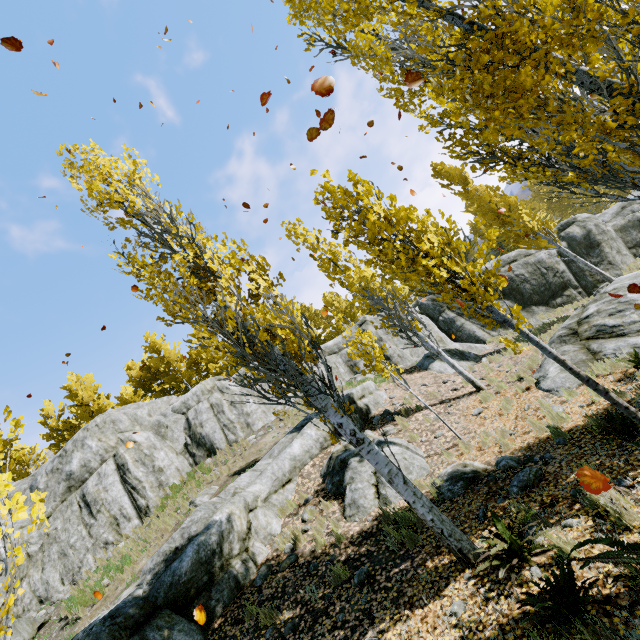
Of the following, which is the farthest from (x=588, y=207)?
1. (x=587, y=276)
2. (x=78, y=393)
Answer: (x=78, y=393)

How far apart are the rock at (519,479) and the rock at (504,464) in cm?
27

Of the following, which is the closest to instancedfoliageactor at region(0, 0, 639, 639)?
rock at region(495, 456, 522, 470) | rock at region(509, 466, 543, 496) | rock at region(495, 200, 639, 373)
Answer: rock at region(495, 200, 639, 373)

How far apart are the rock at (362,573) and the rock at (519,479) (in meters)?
2.83

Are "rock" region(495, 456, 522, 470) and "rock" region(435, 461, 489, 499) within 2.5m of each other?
yes

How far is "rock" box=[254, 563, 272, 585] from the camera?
7.12m

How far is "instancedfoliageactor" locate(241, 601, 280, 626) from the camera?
5.91m

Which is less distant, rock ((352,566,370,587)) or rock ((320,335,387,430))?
rock ((352,566,370,587))
